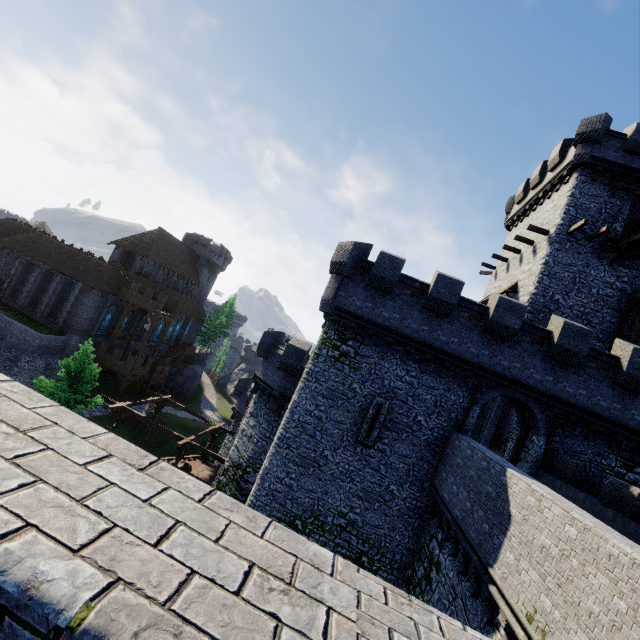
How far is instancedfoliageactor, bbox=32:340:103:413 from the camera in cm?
2080

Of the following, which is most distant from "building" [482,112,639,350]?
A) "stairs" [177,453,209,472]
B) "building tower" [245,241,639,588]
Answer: "stairs" [177,453,209,472]

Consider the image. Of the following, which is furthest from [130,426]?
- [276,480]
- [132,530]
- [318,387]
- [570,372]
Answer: [132,530]

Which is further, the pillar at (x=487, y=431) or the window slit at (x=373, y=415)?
the pillar at (x=487, y=431)

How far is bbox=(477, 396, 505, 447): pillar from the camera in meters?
21.4

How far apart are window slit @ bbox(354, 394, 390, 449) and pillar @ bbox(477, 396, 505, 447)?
11.56m

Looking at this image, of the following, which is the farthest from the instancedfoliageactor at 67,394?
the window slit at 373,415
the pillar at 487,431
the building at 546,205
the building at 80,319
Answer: the building at 546,205

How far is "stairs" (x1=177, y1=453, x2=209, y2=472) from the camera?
24.7m
